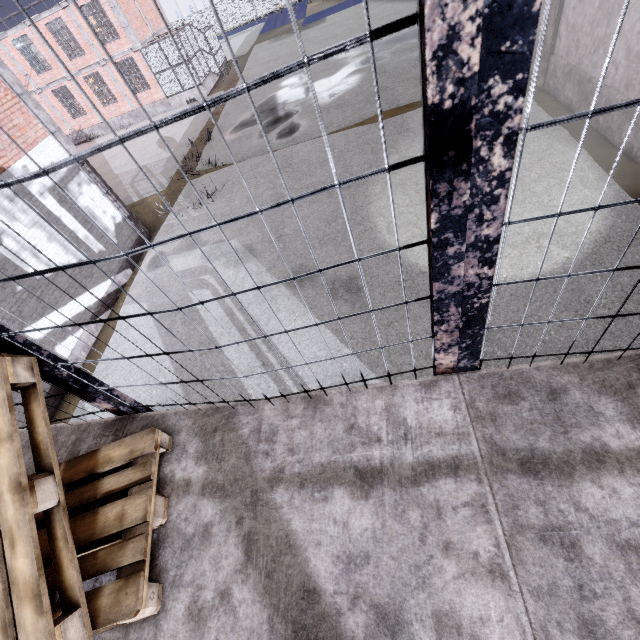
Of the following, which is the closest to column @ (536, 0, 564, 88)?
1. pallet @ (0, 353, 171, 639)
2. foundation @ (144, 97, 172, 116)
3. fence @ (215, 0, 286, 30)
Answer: pallet @ (0, 353, 171, 639)

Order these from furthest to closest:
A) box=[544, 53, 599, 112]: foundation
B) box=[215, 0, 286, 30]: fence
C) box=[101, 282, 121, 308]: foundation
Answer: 1. box=[215, 0, 286, 30]: fence
2. box=[101, 282, 121, 308]: foundation
3. box=[544, 53, 599, 112]: foundation

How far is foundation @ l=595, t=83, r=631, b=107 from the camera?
7.81m

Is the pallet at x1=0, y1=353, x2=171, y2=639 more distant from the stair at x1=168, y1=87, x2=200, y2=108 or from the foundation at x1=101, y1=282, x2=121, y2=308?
the stair at x1=168, y1=87, x2=200, y2=108

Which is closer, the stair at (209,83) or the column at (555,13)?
the column at (555,13)

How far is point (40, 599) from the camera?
1.14m

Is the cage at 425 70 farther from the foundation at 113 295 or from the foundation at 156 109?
the foundation at 113 295

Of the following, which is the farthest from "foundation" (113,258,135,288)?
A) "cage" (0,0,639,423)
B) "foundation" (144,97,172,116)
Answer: "foundation" (144,97,172,116)
